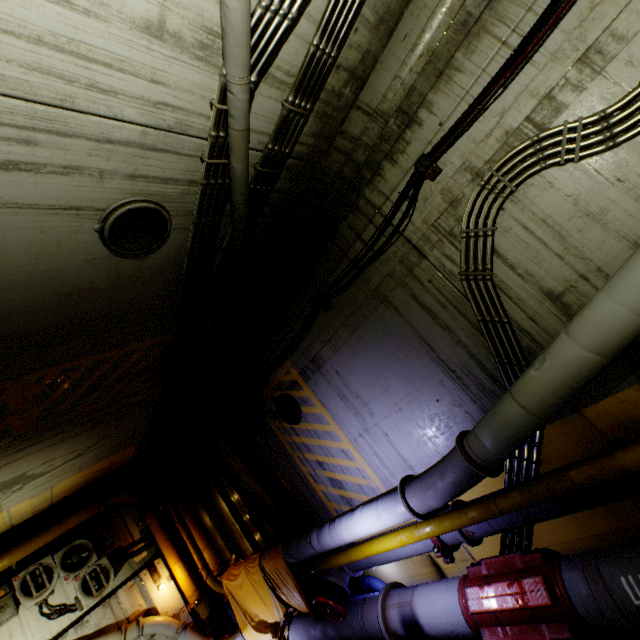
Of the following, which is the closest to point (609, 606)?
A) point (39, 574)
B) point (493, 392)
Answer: point (493, 392)

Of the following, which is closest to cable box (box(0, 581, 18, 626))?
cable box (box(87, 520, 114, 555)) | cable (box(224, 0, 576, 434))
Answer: cable box (box(87, 520, 114, 555))

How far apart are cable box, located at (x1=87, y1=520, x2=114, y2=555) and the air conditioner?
0.18m

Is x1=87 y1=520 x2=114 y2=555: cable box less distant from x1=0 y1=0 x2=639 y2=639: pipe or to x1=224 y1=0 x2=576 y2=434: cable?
x1=0 y1=0 x2=639 y2=639: pipe

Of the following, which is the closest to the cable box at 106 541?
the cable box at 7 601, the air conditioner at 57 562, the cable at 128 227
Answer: the air conditioner at 57 562

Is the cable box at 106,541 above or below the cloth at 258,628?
above

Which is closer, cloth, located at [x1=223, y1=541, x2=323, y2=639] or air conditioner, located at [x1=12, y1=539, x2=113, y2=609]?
A: cloth, located at [x1=223, y1=541, x2=323, y2=639]

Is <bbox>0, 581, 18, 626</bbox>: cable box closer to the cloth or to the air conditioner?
Result: the air conditioner
